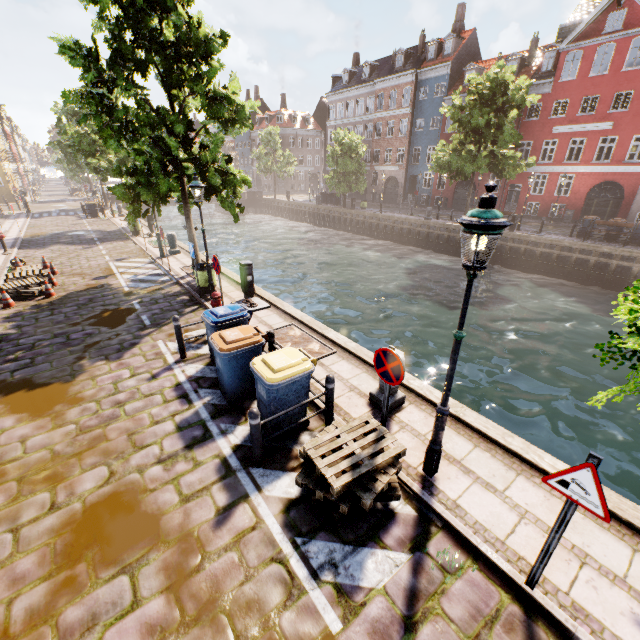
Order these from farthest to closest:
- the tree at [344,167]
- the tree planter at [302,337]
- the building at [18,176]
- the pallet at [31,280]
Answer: the building at [18,176]
the tree at [344,167]
the pallet at [31,280]
the tree planter at [302,337]

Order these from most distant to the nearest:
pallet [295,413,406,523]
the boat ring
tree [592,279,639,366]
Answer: the boat ring → pallet [295,413,406,523] → tree [592,279,639,366]

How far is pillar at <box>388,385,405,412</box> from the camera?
5.94m

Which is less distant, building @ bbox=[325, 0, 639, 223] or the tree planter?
the tree planter

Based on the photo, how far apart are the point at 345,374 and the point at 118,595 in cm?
490

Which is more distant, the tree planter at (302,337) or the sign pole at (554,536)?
the tree planter at (302,337)

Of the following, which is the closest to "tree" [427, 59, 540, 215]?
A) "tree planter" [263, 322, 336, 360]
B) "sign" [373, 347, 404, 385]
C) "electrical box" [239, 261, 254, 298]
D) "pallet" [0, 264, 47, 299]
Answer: "sign" [373, 347, 404, 385]

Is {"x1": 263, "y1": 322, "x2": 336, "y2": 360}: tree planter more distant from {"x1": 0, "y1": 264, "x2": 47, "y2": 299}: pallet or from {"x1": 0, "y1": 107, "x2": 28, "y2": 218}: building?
{"x1": 0, "y1": 107, "x2": 28, "y2": 218}: building
